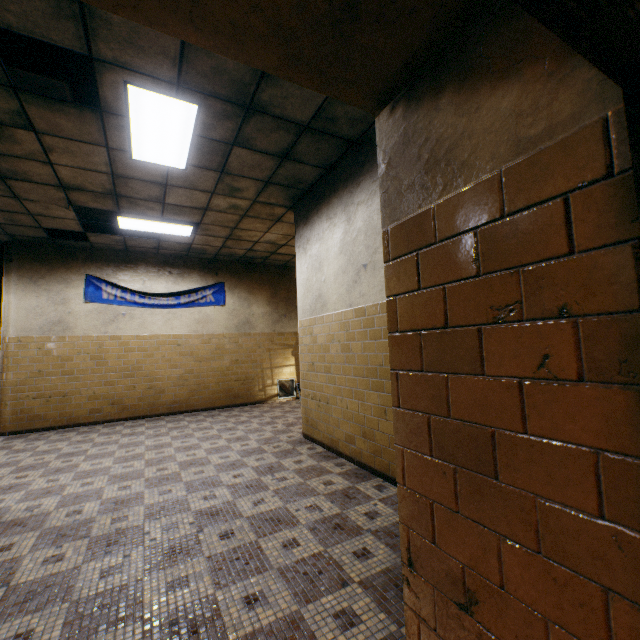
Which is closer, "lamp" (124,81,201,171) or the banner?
"lamp" (124,81,201,171)

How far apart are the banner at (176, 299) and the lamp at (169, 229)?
1.7 meters

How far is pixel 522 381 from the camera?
0.85m

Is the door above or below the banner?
below

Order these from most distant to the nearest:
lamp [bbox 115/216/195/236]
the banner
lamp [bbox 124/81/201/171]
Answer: the banner
lamp [bbox 115/216/195/236]
lamp [bbox 124/81/201/171]

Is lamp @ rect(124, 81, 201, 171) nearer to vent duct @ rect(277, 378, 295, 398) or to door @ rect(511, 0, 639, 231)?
door @ rect(511, 0, 639, 231)

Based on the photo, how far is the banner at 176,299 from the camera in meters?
7.3 m

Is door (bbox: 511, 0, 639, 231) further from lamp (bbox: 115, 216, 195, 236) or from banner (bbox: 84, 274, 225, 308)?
banner (bbox: 84, 274, 225, 308)
